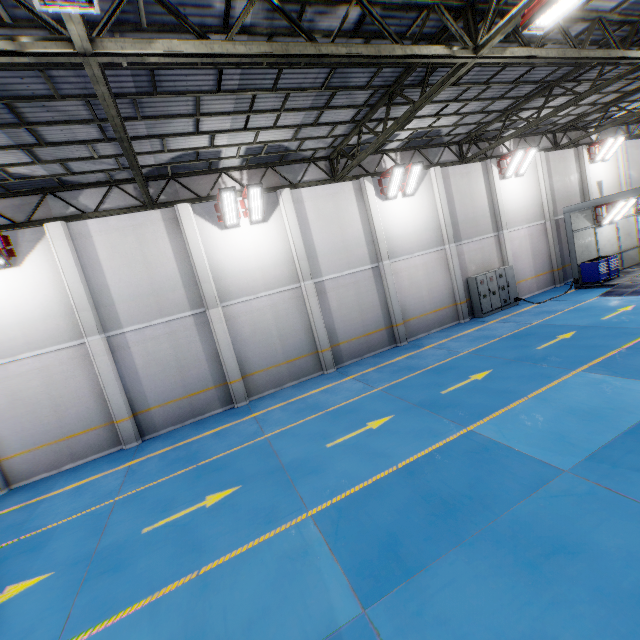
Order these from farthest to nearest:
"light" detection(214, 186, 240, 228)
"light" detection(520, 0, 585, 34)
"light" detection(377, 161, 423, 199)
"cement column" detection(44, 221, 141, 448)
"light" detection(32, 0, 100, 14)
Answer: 1. "light" detection(377, 161, 423, 199)
2. "light" detection(214, 186, 240, 228)
3. "cement column" detection(44, 221, 141, 448)
4. "light" detection(520, 0, 585, 34)
5. "light" detection(32, 0, 100, 14)

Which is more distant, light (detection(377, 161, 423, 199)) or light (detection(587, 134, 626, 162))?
light (detection(587, 134, 626, 162))

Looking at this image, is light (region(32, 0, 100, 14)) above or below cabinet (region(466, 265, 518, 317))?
above

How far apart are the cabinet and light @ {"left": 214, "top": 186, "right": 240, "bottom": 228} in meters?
11.8

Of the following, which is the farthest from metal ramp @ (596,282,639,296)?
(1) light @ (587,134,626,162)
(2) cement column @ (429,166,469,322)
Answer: (1) light @ (587,134,626,162)

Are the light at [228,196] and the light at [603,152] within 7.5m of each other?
no

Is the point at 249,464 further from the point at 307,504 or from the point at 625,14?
the point at 625,14

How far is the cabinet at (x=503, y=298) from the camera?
16.7m
